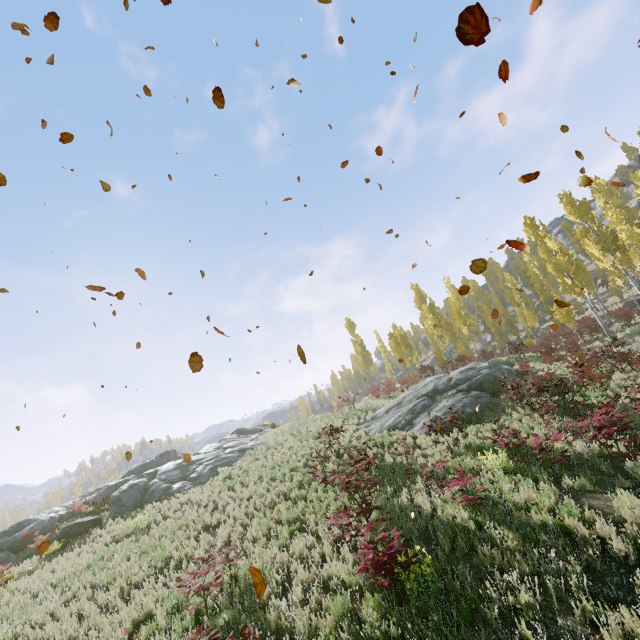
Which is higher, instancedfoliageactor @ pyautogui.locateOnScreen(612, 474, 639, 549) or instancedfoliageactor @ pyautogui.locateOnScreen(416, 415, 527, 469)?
instancedfoliageactor @ pyautogui.locateOnScreen(416, 415, 527, 469)

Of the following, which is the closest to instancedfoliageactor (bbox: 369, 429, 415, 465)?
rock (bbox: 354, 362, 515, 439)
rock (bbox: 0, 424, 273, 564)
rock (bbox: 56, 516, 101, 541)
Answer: rock (bbox: 354, 362, 515, 439)

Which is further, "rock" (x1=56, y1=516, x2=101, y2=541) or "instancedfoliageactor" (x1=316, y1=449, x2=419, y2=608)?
"rock" (x1=56, y1=516, x2=101, y2=541)

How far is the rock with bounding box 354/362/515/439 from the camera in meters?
15.2

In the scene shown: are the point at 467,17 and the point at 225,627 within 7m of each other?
no

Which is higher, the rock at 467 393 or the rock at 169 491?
the rock at 169 491

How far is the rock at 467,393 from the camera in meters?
15.2 m
